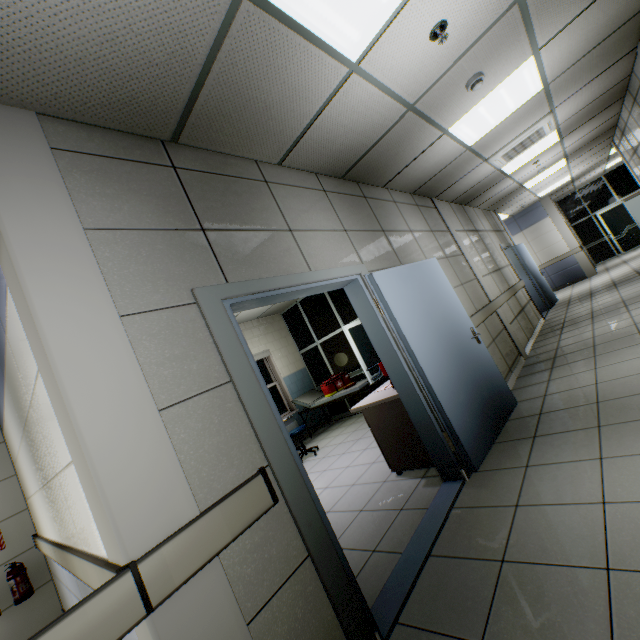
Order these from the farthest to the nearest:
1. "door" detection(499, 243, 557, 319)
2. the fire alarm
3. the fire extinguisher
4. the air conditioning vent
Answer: "door" detection(499, 243, 557, 319) < the air conditioning vent < the fire extinguisher < the fire alarm

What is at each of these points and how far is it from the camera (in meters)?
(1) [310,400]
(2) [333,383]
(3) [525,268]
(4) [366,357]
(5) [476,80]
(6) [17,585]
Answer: (1) couch, 7.80
(2) medical bag, 7.29
(3) door, 9.08
(4) doorway, 6.72
(5) fire alarm, 3.07
(6) fire extinguisher, 4.02

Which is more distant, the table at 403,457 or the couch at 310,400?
the couch at 310,400

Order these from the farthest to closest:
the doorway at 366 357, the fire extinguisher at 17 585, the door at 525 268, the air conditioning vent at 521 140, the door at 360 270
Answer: the door at 525 268
the doorway at 366 357
the air conditioning vent at 521 140
the fire extinguisher at 17 585
the door at 360 270

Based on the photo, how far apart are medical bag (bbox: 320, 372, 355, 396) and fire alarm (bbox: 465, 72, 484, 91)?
5.4m

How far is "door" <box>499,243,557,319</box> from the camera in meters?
8.5

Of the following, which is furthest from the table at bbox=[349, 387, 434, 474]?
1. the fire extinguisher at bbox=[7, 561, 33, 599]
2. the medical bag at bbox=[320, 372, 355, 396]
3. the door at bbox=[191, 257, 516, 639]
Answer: the fire extinguisher at bbox=[7, 561, 33, 599]

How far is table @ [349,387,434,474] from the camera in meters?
3.3 m
